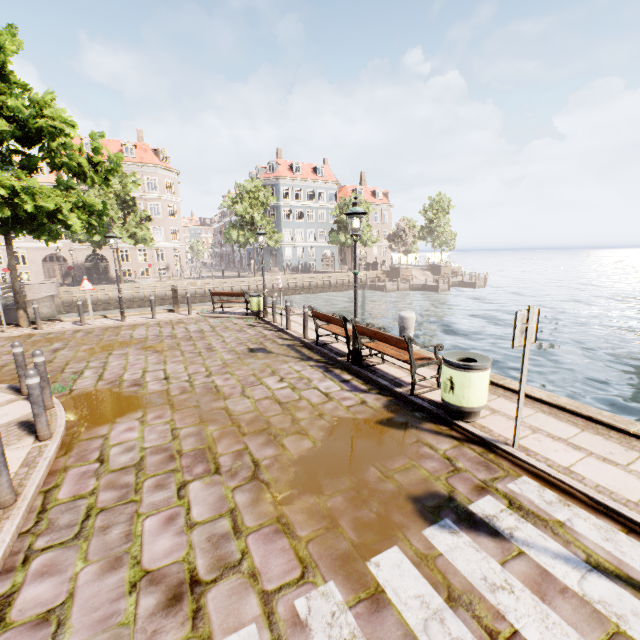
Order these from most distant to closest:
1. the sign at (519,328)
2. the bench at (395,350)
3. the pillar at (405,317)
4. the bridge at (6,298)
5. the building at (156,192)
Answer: the building at (156,192) < the bridge at (6,298) < the pillar at (405,317) < the bench at (395,350) < the sign at (519,328)

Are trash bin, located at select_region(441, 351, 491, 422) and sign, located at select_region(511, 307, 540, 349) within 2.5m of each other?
yes

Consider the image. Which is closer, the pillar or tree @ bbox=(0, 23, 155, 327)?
the pillar

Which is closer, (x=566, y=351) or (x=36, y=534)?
(x=36, y=534)

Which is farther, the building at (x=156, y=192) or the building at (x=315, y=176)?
the building at (x=315, y=176)

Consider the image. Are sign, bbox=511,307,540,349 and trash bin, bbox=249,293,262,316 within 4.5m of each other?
no

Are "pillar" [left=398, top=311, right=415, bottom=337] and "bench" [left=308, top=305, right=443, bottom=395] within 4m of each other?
yes

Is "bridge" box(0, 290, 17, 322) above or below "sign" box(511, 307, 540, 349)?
below
